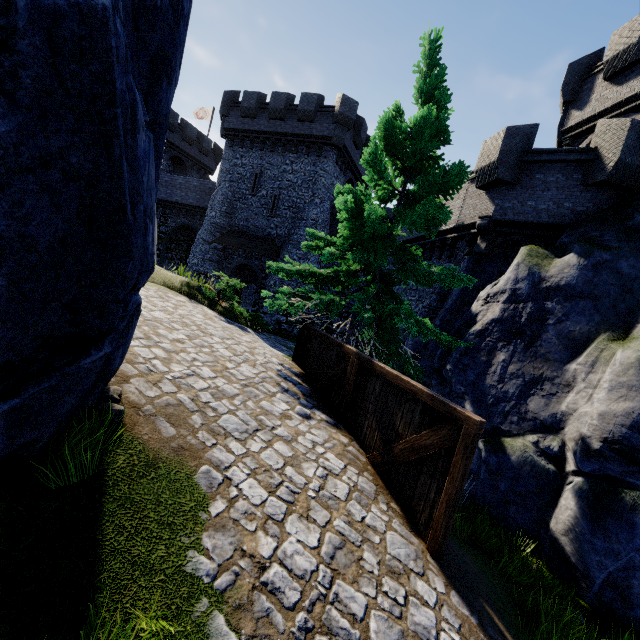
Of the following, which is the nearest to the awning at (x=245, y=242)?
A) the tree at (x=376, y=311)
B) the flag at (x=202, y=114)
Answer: the tree at (x=376, y=311)

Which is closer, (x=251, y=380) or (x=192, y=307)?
(x=251, y=380)

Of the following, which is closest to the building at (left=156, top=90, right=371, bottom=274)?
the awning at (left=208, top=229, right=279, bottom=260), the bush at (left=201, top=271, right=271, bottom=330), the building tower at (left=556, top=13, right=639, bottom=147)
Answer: the awning at (left=208, top=229, right=279, bottom=260)

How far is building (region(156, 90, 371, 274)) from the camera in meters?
23.4

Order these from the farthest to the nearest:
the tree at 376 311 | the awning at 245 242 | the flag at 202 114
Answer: the flag at 202 114, the awning at 245 242, the tree at 376 311

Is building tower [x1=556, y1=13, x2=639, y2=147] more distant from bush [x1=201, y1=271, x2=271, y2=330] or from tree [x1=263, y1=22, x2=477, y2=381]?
bush [x1=201, y1=271, x2=271, y2=330]

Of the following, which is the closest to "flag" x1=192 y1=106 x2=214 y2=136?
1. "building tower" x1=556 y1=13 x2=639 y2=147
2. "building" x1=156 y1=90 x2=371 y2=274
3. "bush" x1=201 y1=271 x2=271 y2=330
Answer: "building" x1=156 y1=90 x2=371 y2=274

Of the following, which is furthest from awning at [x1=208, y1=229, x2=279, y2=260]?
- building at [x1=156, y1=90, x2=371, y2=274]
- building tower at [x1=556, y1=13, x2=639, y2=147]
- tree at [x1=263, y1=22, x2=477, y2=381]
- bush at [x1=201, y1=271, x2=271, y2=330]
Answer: building tower at [x1=556, y1=13, x2=639, y2=147]
